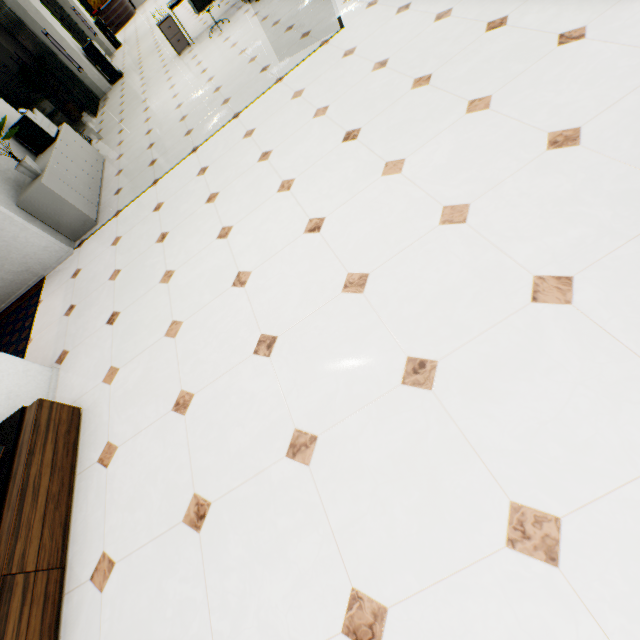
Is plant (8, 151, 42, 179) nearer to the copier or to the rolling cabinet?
the rolling cabinet

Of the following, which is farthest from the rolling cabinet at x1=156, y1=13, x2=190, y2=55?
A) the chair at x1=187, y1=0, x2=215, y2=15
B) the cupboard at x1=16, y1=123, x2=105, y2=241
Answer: the cupboard at x1=16, y1=123, x2=105, y2=241

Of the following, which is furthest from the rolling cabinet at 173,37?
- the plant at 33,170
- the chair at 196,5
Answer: the plant at 33,170

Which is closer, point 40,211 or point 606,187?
point 606,187

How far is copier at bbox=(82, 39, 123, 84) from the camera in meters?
9.8

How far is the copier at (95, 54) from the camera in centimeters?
980cm

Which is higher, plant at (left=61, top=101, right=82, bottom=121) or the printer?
the printer

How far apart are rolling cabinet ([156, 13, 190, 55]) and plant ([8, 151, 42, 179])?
5.4m
